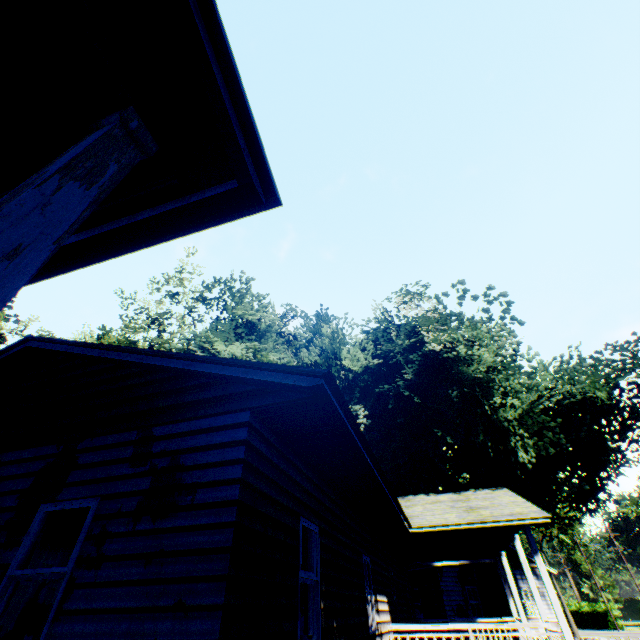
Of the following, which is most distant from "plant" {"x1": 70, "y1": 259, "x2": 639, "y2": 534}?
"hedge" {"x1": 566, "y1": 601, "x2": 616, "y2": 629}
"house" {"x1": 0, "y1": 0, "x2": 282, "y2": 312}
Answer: "hedge" {"x1": 566, "y1": 601, "x2": 616, "y2": 629}

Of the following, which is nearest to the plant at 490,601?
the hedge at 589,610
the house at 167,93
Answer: the house at 167,93

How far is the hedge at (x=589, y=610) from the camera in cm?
4469

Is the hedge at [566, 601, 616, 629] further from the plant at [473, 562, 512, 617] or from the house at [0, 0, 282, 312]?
the house at [0, 0, 282, 312]

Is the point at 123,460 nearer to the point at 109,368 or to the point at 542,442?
the point at 109,368

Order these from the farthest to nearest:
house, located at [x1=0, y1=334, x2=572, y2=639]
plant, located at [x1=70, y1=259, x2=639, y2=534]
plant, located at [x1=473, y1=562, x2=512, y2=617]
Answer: plant, located at [x1=473, y1=562, x2=512, y2=617]
plant, located at [x1=70, y1=259, x2=639, y2=534]
house, located at [x1=0, y1=334, x2=572, y2=639]
